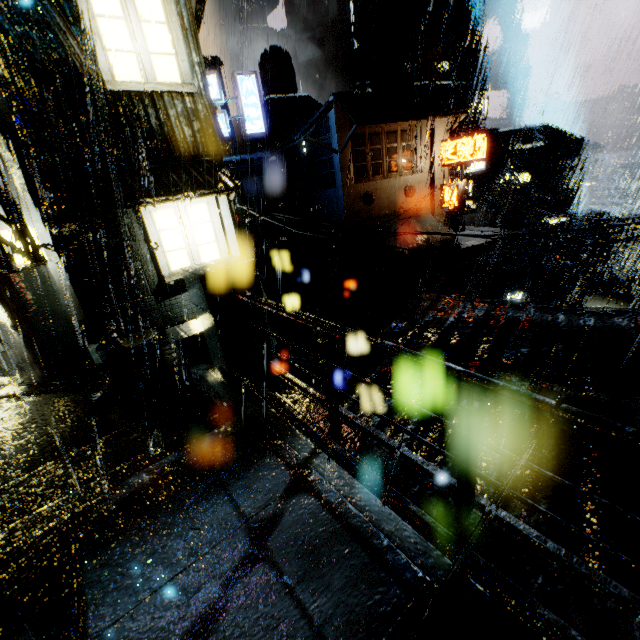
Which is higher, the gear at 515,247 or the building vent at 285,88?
the building vent at 285,88

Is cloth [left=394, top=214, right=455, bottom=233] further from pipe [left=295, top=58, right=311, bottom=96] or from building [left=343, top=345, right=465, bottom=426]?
pipe [left=295, top=58, right=311, bottom=96]

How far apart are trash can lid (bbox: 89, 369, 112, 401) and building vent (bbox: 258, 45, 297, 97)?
34.3 meters

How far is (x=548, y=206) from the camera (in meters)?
44.22

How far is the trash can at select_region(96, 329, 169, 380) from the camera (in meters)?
7.58

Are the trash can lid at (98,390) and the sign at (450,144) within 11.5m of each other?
no

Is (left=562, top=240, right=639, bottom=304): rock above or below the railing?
below

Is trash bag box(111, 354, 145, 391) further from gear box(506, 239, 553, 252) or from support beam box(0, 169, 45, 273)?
gear box(506, 239, 553, 252)
